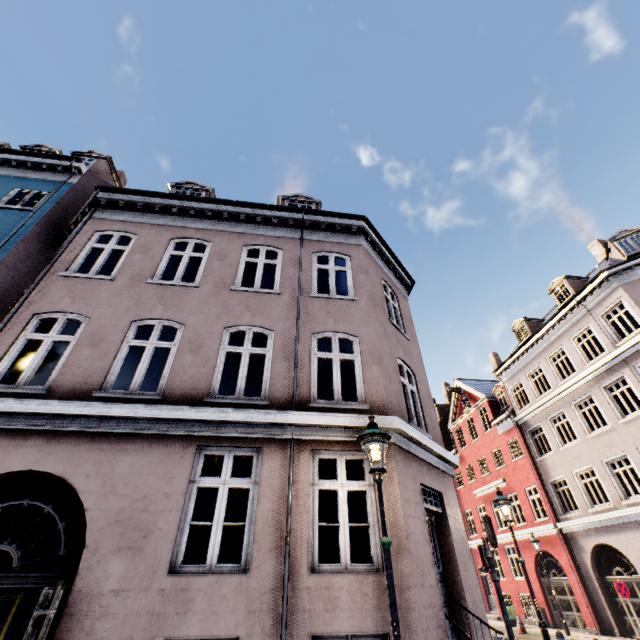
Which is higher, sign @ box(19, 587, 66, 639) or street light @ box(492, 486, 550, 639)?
street light @ box(492, 486, 550, 639)

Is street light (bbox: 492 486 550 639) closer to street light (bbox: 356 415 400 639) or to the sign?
street light (bbox: 356 415 400 639)

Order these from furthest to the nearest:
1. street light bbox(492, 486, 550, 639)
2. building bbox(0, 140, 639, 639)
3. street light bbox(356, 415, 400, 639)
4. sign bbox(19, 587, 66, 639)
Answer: street light bbox(492, 486, 550, 639)
building bbox(0, 140, 639, 639)
street light bbox(356, 415, 400, 639)
sign bbox(19, 587, 66, 639)

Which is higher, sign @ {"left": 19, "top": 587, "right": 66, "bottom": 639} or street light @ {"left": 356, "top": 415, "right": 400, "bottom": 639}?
street light @ {"left": 356, "top": 415, "right": 400, "bottom": 639}

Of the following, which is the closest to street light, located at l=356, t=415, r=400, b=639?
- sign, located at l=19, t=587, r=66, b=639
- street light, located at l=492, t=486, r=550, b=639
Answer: sign, located at l=19, t=587, r=66, b=639

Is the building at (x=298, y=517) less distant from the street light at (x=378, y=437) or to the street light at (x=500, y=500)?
the street light at (x=378, y=437)

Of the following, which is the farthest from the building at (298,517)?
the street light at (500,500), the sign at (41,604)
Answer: the street light at (500,500)

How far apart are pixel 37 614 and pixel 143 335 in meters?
13.6 m
